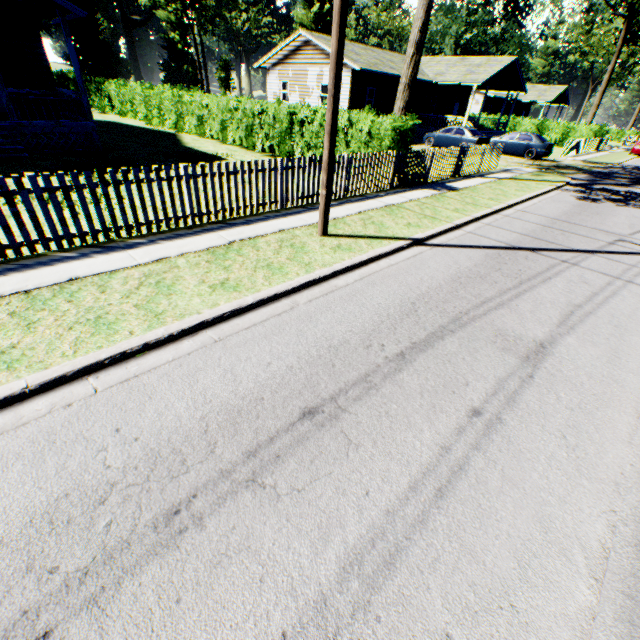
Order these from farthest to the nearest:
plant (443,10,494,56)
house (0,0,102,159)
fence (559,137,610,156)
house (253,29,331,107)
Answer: plant (443,10,494,56) < fence (559,137,610,156) < house (253,29,331,107) < house (0,0,102,159)

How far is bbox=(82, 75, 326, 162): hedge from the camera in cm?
1370

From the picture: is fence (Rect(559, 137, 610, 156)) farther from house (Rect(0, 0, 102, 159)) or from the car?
house (Rect(0, 0, 102, 159))

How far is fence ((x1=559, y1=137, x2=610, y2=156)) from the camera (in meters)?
25.84

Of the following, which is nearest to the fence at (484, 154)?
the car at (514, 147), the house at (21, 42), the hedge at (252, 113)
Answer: the hedge at (252, 113)

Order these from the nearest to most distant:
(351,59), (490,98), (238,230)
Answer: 1. (238,230)
2. (351,59)
3. (490,98)

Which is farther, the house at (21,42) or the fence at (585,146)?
the fence at (585,146)

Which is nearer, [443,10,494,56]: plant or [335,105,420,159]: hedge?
[335,105,420,159]: hedge
